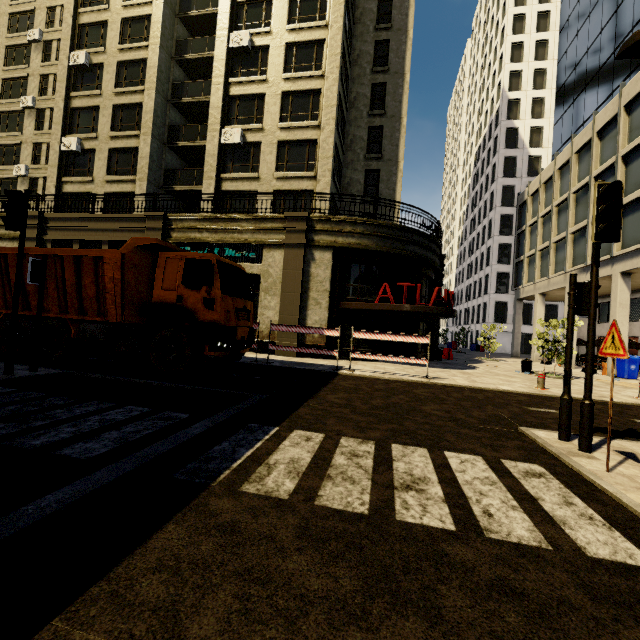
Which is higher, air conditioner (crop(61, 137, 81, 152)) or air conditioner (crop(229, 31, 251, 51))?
air conditioner (crop(229, 31, 251, 51))

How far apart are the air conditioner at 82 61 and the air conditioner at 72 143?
5.02m

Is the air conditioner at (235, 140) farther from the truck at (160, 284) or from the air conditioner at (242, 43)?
the truck at (160, 284)

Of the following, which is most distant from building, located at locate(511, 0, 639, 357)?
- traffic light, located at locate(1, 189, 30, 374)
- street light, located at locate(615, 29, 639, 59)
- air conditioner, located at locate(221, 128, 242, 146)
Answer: street light, located at locate(615, 29, 639, 59)

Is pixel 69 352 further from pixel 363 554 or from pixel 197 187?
pixel 197 187

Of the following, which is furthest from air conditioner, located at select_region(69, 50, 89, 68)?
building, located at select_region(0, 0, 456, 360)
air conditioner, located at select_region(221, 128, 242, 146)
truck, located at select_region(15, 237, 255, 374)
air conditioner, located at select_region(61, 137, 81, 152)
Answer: truck, located at select_region(15, 237, 255, 374)

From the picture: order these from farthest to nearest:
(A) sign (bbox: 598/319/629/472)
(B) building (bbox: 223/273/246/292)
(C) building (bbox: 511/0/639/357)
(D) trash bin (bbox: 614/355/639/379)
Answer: (C) building (bbox: 511/0/639/357) → (D) trash bin (bbox: 614/355/639/379) → (B) building (bbox: 223/273/246/292) → (A) sign (bbox: 598/319/629/472)

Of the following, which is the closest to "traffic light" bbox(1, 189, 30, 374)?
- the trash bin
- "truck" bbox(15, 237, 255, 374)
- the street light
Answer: "truck" bbox(15, 237, 255, 374)
